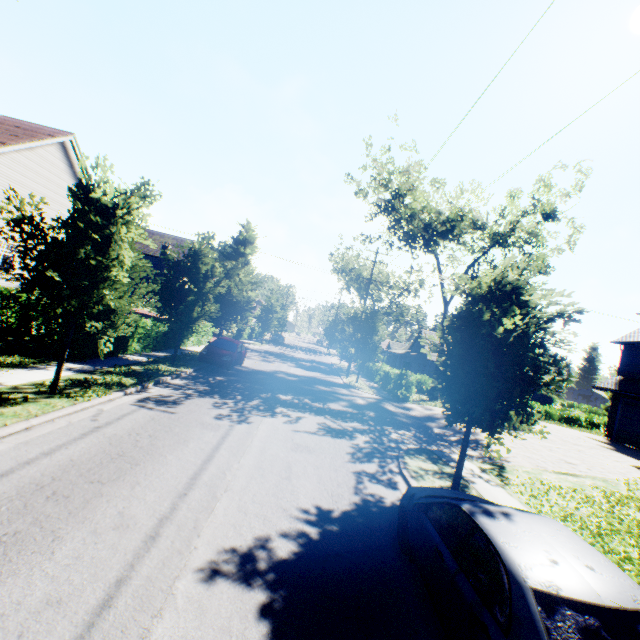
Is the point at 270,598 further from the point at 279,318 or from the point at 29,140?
the point at 279,318

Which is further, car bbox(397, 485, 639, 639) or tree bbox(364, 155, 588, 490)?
tree bbox(364, 155, 588, 490)

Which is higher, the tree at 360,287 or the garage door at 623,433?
the tree at 360,287

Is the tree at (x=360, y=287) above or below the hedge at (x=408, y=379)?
above

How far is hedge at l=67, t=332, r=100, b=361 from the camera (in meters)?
12.19

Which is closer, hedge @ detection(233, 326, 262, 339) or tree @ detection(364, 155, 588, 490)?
tree @ detection(364, 155, 588, 490)

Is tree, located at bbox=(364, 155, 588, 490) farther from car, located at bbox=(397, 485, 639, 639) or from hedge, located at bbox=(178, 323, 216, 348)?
car, located at bbox=(397, 485, 639, 639)

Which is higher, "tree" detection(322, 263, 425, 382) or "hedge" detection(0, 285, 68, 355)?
"tree" detection(322, 263, 425, 382)
